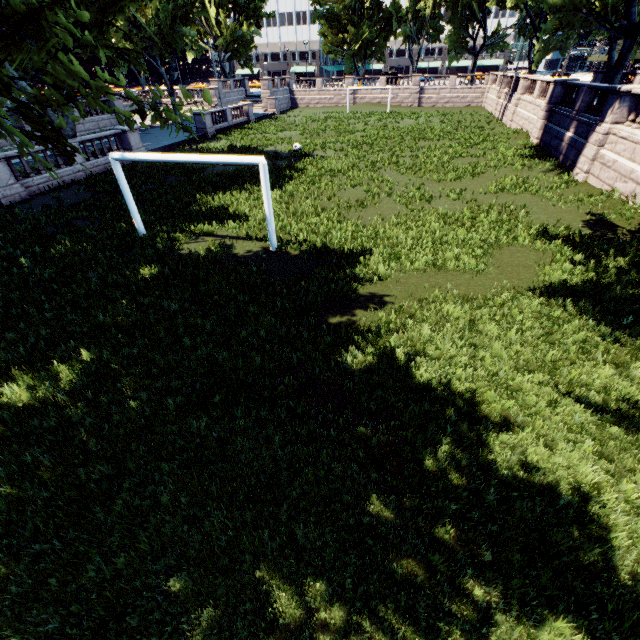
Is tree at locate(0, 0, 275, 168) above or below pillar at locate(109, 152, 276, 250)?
above

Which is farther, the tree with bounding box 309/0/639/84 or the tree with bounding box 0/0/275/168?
the tree with bounding box 309/0/639/84

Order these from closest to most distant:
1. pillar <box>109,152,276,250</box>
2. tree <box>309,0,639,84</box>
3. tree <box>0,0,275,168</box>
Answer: tree <box>0,0,275,168</box> < pillar <box>109,152,276,250</box> < tree <box>309,0,639,84</box>

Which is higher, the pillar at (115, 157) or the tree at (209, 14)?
the tree at (209, 14)

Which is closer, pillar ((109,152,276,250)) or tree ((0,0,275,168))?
tree ((0,0,275,168))

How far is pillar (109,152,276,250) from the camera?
10.1m

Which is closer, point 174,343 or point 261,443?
point 261,443
